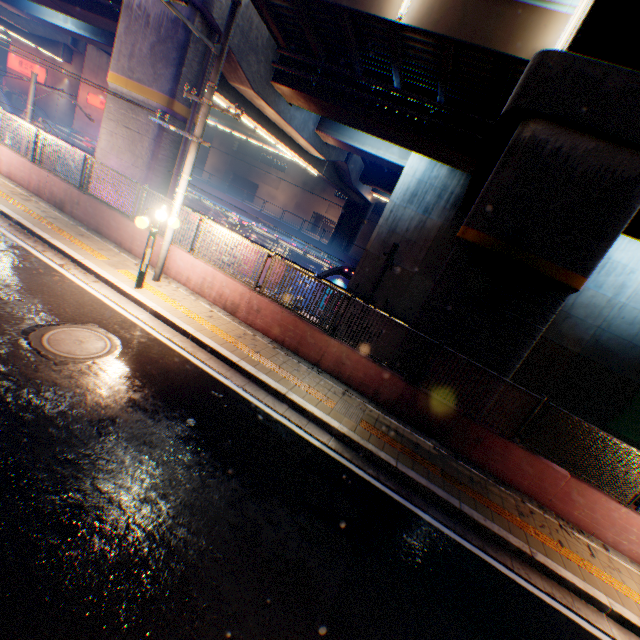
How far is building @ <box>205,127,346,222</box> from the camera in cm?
5259

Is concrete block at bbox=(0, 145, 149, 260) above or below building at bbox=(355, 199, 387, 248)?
below

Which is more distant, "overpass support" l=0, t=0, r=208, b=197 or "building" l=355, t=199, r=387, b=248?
"building" l=355, t=199, r=387, b=248

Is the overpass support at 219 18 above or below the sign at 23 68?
above

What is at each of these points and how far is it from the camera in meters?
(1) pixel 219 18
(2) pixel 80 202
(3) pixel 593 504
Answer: (1) overpass support, 10.6 m
(2) concrete block, 11.1 m
(3) concrete block, 7.1 m

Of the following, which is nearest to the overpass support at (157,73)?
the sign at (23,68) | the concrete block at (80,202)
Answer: the concrete block at (80,202)

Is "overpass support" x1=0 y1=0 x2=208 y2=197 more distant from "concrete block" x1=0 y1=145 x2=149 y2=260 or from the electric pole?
the electric pole

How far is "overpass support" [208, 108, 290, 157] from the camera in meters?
32.4
